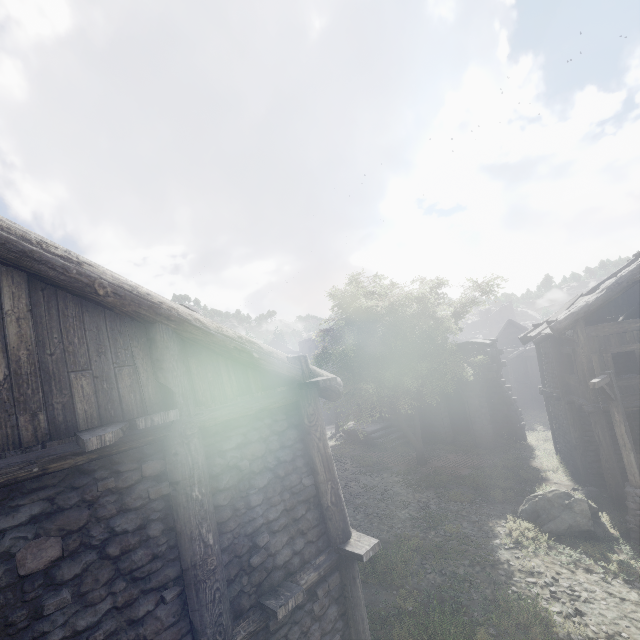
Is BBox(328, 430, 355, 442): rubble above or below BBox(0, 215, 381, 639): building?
below

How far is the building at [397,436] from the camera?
22.4 meters

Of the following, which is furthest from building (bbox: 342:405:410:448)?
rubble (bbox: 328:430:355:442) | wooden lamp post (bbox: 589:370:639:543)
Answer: wooden lamp post (bbox: 589:370:639:543)

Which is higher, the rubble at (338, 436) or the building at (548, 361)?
the rubble at (338, 436)

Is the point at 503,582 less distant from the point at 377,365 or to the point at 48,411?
the point at 377,365

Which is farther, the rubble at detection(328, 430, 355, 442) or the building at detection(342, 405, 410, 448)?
the rubble at detection(328, 430, 355, 442)

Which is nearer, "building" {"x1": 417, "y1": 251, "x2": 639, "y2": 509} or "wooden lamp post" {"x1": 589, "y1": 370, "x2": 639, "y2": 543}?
"wooden lamp post" {"x1": 589, "y1": 370, "x2": 639, "y2": 543}

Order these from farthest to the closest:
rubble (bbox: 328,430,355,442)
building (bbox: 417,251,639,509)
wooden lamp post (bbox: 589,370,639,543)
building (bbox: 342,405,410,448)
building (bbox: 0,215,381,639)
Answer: rubble (bbox: 328,430,355,442) < building (bbox: 342,405,410,448) < building (bbox: 417,251,639,509) < wooden lamp post (bbox: 589,370,639,543) < building (bbox: 0,215,381,639)
